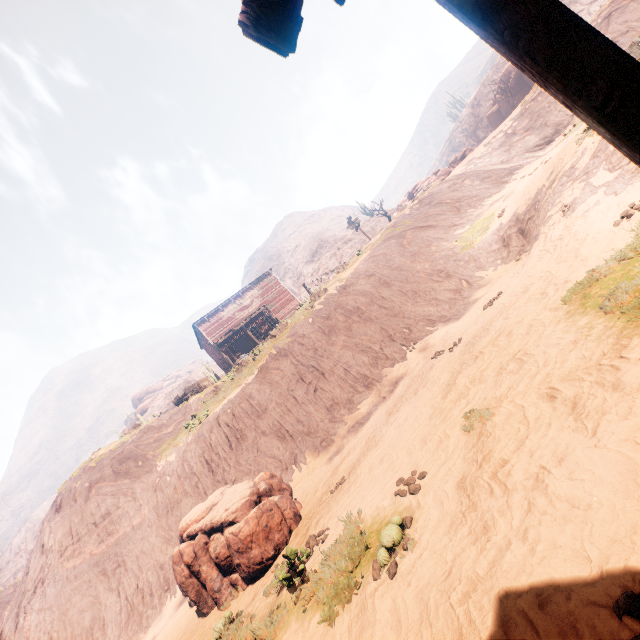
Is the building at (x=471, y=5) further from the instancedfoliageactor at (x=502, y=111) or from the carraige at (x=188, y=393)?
the instancedfoliageactor at (x=502, y=111)

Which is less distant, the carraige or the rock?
the carraige

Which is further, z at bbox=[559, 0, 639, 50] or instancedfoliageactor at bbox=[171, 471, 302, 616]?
z at bbox=[559, 0, 639, 50]

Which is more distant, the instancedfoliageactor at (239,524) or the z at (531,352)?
the instancedfoliageactor at (239,524)

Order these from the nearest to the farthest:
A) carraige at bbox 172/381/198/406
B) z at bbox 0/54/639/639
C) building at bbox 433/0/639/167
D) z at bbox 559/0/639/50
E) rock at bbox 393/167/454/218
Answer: building at bbox 433/0/639/167 < z at bbox 0/54/639/639 < z at bbox 559/0/639/50 < carraige at bbox 172/381/198/406 < rock at bbox 393/167/454/218

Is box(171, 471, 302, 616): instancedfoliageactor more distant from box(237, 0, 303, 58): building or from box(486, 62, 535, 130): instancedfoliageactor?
box(486, 62, 535, 130): instancedfoliageactor

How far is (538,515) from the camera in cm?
291

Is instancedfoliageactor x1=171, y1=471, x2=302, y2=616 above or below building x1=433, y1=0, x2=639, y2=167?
below
